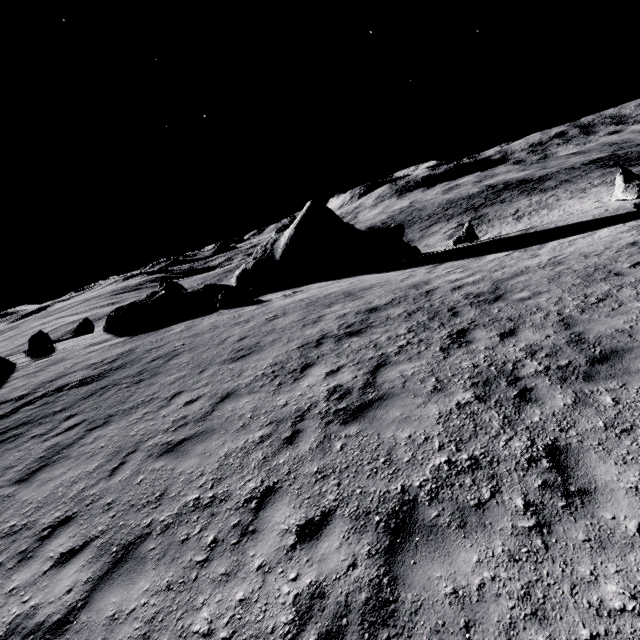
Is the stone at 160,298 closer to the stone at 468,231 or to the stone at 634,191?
the stone at 468,231

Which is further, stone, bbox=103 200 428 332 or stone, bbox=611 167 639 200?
stone, bbox=103 200 428 332

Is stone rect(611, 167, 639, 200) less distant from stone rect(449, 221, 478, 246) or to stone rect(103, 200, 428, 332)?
stone rect(449, 221, 478, 246)

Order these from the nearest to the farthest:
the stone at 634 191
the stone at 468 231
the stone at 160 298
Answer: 1. the stone at 634 191
2. the stone at 468 231
3. the stone at 160 298

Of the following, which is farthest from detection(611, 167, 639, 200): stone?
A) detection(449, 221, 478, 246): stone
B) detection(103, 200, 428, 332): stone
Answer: detection(103, 200, 428, 332): stone

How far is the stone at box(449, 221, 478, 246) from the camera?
22.6m

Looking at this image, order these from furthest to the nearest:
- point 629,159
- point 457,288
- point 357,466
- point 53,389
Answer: point 629,159, point 53,389, point 457,288, point 357,466
